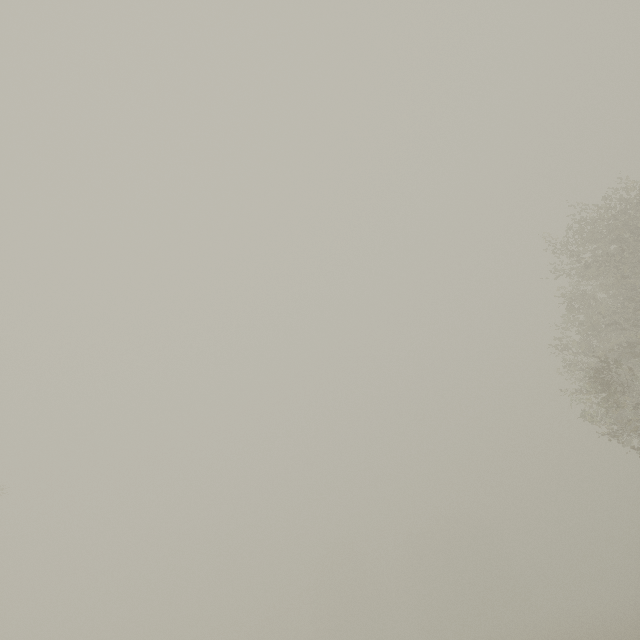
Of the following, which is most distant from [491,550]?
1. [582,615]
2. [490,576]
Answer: [582,615]
